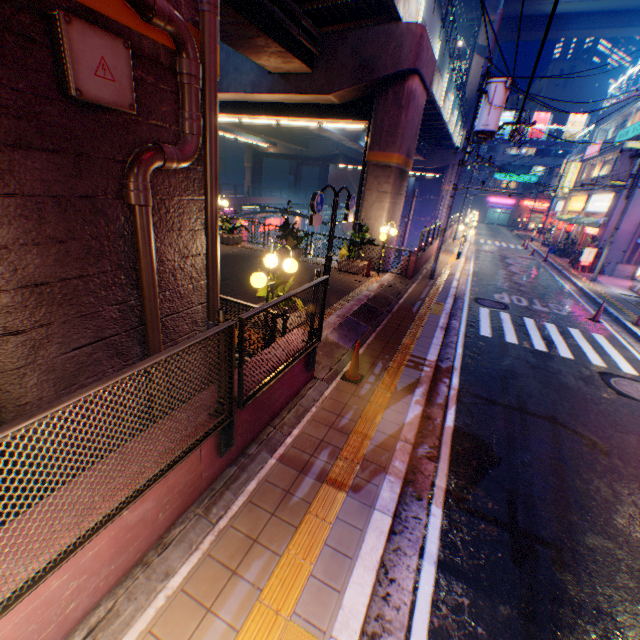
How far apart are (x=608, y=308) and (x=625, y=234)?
11.8 meters

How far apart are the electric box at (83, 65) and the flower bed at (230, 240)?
13.1 meters

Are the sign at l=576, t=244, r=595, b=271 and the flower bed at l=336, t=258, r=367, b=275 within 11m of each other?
no

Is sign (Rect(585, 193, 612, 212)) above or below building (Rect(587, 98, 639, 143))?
below

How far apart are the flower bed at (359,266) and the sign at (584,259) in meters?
17.5 m

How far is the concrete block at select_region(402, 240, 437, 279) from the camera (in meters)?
14.28

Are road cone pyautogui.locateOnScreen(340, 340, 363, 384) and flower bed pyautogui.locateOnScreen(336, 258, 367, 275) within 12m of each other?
yes

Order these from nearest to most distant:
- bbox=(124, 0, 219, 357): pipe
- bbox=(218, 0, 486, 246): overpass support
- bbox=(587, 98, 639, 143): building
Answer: bbox=(124, 0, 219, 357): pipe < bbox=(218, 0, 486, 246): overpass support < bbox=(587, 98, 639, 143): building
